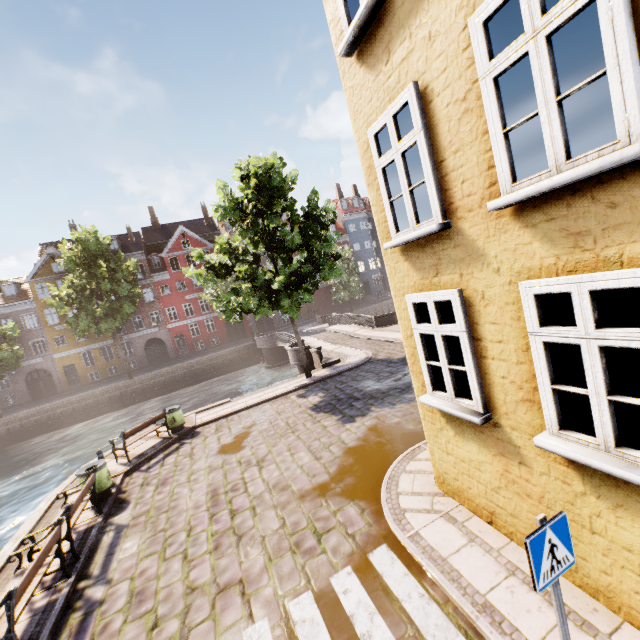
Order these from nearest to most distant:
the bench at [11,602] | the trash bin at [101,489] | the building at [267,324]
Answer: the bench at [11,602]
the trash bin at [101,489]
the building at [267,324]

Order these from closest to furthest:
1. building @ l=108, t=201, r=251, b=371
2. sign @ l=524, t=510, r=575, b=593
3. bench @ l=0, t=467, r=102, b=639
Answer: sign @ l=524, t=510, r=575, b=593 < bench @ l=0, t=467, r=102, b=639 < building @ l=108, t=201, r=251, b=371

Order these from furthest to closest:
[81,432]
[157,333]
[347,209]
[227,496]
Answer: [347,209], [157,333], [81,432], [227,496]

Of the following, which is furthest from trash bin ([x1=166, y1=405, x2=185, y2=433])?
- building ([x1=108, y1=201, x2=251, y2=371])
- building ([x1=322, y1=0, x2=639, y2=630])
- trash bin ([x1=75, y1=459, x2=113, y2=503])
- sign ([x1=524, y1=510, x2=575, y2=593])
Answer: building ([x1=108, y1=201, x2=251, y2=371])

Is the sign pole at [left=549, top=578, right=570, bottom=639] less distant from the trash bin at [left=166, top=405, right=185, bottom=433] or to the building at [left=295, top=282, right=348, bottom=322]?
the trash bin at [left=166, top=405, right=185, bottom=433]

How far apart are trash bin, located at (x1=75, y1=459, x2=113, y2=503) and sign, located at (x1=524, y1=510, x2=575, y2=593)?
10.4m

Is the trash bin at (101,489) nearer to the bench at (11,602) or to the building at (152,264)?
the bench at (11,602)

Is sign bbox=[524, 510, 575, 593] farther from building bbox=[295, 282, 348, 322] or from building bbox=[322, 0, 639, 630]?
building bbox=[295, 282, 348, 322]
